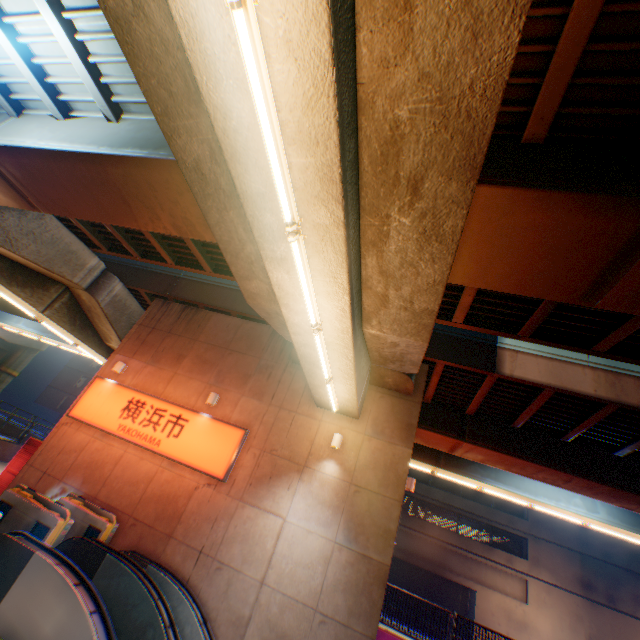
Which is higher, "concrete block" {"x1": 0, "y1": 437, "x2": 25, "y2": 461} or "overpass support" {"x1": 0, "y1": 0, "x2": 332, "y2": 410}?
"overpass support" {"x1": 0, "y1": 0, "x2": 332, "y2": 410}

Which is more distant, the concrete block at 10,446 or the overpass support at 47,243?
the concrete block at 10,446

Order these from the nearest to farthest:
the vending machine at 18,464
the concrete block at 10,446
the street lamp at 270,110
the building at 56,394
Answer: the street lamp at 270,110 < the vending machine at 18,464 < the concrete block at 10,446 < the building at 56,394

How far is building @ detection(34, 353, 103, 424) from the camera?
40.9 meters

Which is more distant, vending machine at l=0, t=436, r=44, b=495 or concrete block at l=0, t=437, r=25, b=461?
concrete block at l=0, t=437, r=25, b=461

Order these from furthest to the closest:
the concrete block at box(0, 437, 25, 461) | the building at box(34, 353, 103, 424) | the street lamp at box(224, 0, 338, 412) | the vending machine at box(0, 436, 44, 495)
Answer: the building at box(34, 353, 103, 424) → the concrete block at box(0, 437, 25, 461) → the vending machine at box(0, 436, 44, 495) → the street lamp at box(224, 0, 338, 412)

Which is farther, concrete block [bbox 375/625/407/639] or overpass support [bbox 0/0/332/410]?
concrete block [bbox 375/625/407/639]

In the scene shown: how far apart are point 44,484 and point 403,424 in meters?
12.0
